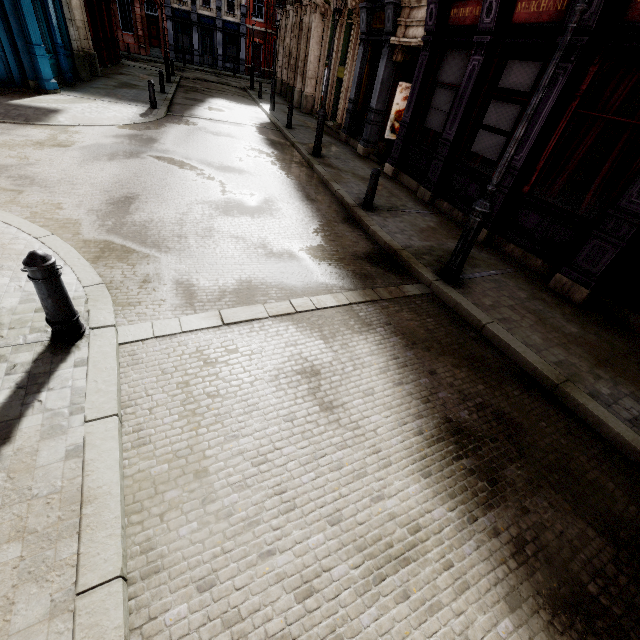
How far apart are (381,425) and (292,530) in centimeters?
134cm

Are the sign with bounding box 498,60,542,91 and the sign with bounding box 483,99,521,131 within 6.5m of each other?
yes

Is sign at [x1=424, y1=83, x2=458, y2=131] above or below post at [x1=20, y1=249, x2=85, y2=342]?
above

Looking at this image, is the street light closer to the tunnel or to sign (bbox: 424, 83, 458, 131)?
sign (bbox: 424, 83, 458, 131)

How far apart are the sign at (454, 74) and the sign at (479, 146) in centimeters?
152cm

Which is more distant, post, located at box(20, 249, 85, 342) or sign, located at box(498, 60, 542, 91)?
A: sign, located at box(498, 60, 542, 91)

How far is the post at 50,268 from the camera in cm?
287

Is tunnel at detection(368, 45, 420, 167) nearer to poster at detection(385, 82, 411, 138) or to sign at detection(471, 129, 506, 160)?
poster at detection(385, 82, 411, 138)
